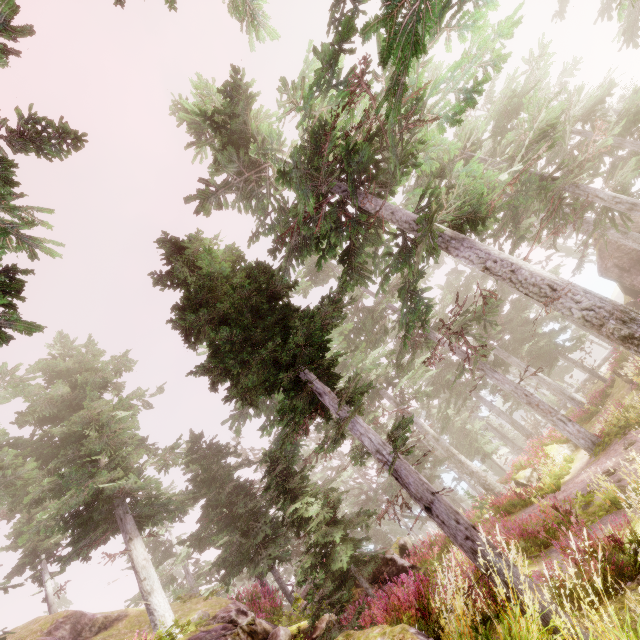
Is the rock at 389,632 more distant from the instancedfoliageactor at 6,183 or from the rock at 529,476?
the rock at 529,476

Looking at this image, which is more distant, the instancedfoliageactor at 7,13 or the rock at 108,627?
the rock at 108,627

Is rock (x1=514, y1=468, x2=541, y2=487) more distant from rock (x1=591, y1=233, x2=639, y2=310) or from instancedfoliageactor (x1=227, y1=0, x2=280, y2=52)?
rock (x1=591, y1=233, x2=639, y2=310)

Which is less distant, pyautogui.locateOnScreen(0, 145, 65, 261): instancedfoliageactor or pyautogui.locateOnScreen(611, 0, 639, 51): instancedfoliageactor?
pyautogui.locateOnScreen(0, 145, 65, 261): instancedfoliageactor

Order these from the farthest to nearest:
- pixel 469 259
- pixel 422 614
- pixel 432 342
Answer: pixel 432 342, pixel 469 259, pixel 422 614

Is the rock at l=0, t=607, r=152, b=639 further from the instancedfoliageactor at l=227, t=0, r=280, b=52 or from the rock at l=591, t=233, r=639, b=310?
the rock at l=591, t=233, r=639, b=310

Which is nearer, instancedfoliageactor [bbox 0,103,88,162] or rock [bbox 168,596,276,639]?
instancedfoliageactor [bbox 0,103,88,162]

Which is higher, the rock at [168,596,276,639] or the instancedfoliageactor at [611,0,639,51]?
the instancedfoliageactor at [611,0,639,51]
